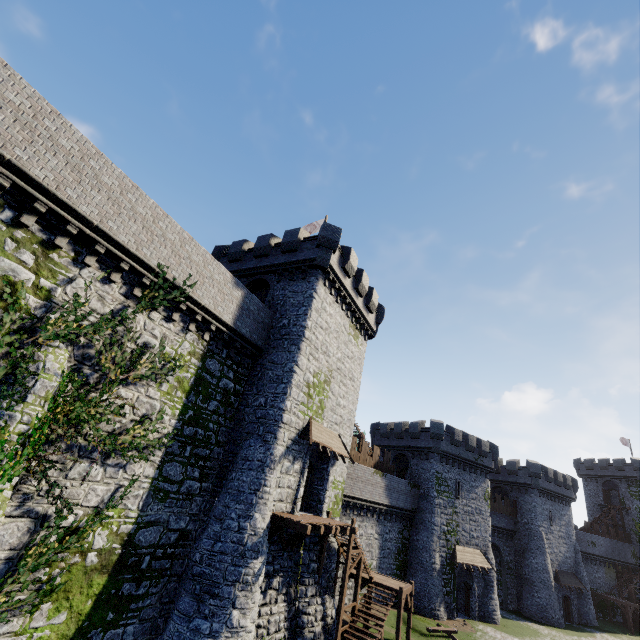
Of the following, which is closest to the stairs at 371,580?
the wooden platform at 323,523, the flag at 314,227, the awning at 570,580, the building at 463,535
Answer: the wooden platform at 323,523

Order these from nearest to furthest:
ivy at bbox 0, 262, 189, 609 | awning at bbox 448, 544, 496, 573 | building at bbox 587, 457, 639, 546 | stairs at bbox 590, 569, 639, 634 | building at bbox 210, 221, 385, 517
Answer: ivy at bbox 0, 262, 189, 609, building at bbox 210, 221, 385, 517, awning at bbox 448, 544, 496, 573, stairs at bbox 590, 569, 639, 634, building at bbox 587, 457, 639, 546

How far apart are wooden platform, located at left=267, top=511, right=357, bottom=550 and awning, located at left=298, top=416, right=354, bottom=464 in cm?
309

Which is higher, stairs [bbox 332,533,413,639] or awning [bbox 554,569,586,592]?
awning [bbox 554,569,586,592]

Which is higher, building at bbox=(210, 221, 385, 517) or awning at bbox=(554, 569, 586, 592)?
building at bbox=(210, 221, 385, 517)

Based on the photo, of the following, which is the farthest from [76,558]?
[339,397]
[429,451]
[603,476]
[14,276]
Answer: [603,476]

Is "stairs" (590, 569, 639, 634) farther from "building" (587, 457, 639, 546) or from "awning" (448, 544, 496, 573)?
"awning" (448, 544, 496, 573)

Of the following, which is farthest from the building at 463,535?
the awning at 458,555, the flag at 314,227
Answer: the flag at 314,227
